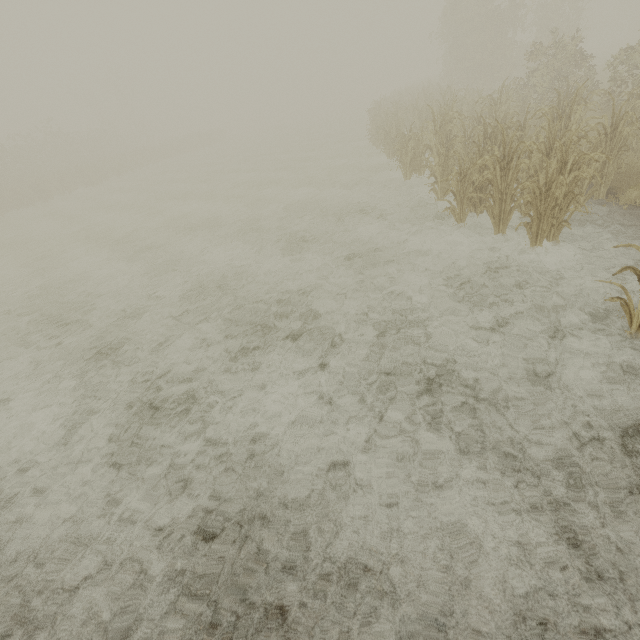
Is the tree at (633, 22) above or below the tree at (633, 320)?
above

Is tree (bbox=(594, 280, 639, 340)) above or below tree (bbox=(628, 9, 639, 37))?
below

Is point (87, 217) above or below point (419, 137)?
below

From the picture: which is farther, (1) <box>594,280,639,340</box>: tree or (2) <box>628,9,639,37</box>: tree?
(2) <box>628,9,639,37</box>: tree

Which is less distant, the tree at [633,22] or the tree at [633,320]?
the tree at [633,320]
